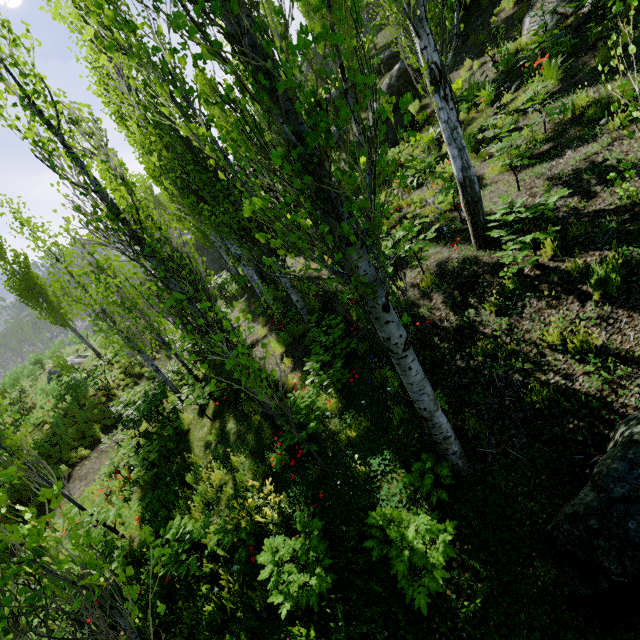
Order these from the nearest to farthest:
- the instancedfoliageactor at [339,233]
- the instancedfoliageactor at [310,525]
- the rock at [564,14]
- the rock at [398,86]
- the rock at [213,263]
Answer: the instancedfoliageactor at [339,233] < the instancedfoliageactor at [310,525] < the rock at [564,14] < the rock at [398,86] < the rock at [213,263]

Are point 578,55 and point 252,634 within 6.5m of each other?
no

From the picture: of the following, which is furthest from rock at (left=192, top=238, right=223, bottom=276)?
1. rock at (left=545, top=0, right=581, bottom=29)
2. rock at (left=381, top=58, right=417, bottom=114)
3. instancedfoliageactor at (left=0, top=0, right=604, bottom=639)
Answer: rock at (left=545, top=0, right=581, bottom=29)

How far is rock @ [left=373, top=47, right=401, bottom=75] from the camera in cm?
1830

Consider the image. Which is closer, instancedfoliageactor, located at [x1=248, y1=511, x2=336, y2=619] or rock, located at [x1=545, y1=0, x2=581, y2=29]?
instancedfoliageactor, located at [x1=248, y1=511, x2=336, y2=619]

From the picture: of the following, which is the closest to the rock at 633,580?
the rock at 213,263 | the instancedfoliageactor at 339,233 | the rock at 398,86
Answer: the instancedfoliageactor at 339,233

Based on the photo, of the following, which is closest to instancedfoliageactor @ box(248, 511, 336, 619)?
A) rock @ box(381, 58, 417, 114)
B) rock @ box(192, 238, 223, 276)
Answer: rock @ box(381, 58, 417, 114)

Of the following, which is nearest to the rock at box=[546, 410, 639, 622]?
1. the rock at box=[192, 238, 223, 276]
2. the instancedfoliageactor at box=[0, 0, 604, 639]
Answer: the instancedfoliageactor at box=[0, 0, 604, 639]
